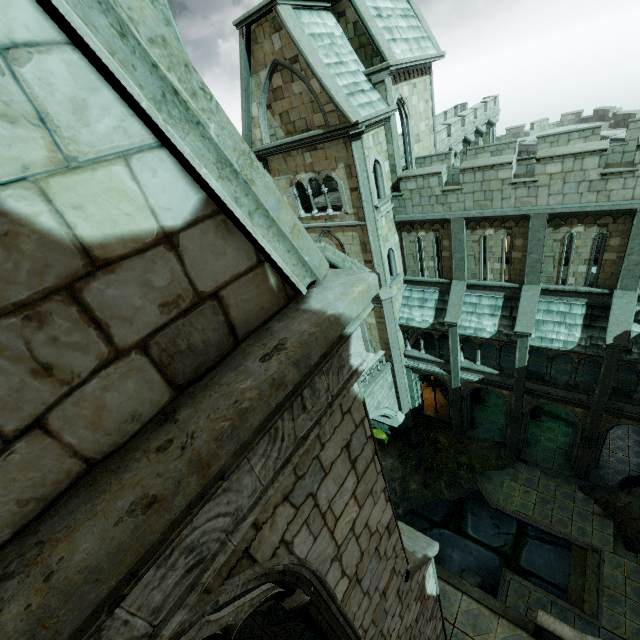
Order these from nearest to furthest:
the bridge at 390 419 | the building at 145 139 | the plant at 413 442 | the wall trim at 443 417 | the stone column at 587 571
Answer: the building at 145 139
the stone column at 587 571
the bridge at 390 419
the plant at 413 442
the wall trim at 443 417

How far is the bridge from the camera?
18.4 meters

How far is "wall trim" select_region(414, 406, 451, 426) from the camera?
21.9m

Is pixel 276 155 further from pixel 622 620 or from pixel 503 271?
pixel 622 620

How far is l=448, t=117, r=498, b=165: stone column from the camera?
21.50m

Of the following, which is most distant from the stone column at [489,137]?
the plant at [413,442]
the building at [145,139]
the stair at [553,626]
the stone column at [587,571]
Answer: the stair at [553,626]

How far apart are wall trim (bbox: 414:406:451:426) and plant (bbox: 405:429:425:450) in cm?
81

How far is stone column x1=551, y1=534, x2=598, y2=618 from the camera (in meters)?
13.82
